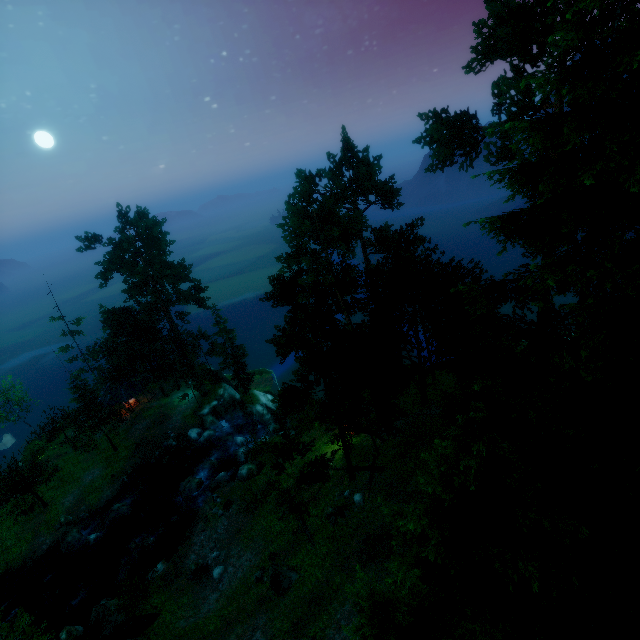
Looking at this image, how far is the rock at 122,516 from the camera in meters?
32.2

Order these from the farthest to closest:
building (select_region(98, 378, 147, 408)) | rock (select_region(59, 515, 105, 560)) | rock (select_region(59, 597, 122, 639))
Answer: building (select_region(98, 378, 147, 408)), rock (select_region(59, 515, 105, 560)), rock (select_region(59, 597, 122, 639))

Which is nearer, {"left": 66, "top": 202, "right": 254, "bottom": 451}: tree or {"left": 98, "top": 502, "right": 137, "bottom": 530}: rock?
{"left": 98, "top": 502, "right": 137, "bottom": 530}: rock

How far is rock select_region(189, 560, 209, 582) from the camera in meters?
24.3

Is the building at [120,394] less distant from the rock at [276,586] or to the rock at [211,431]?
the rock at [211,431]

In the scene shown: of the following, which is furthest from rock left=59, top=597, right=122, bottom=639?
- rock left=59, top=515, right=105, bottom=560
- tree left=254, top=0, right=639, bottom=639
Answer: rock left=59, top=515, right=105, bottom=560

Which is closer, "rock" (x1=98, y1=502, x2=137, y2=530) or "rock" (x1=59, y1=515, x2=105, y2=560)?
"rock" (x1=59, y1=515, x2=105, y2=560)

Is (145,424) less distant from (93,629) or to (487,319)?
(93,629)
